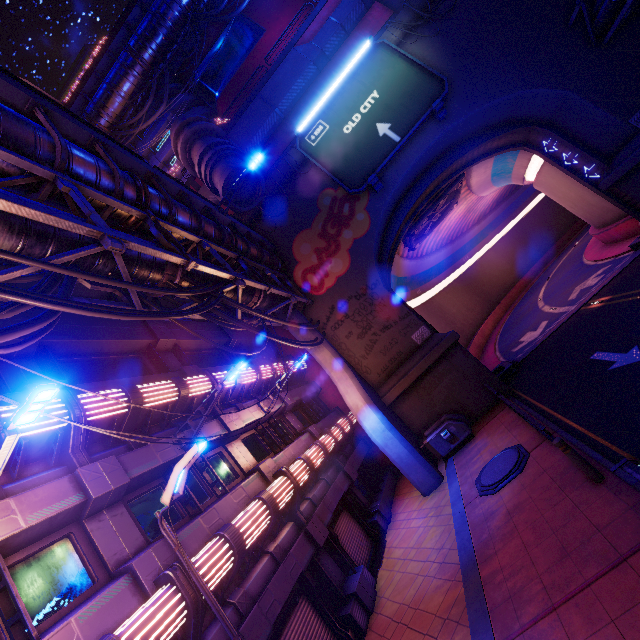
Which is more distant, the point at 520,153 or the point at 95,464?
the point at 520,153

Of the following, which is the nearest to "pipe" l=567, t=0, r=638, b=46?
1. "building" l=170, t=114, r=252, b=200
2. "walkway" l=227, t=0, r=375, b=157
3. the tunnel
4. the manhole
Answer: the tunnel

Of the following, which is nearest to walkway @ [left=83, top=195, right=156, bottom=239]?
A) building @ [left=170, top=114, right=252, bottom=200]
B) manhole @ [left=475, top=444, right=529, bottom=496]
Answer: building @ [left=170, top=114, right=252, bottom=200]

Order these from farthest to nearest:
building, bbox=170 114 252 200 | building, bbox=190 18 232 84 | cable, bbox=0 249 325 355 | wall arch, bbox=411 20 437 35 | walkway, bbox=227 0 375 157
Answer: building, bbox=190 18 232 84, walkway, bbox=227 0 375 157, wall arch, bbox=411 20 437 35, building, bbox=170 114 252 200, cable, bbox=0 249 325 355

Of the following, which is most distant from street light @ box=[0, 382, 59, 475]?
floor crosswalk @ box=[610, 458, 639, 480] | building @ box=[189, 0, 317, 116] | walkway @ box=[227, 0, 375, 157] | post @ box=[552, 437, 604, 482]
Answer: Result: building @ box=[189, 0, 317, 116]

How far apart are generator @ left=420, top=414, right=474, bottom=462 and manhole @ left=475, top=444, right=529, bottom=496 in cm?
309

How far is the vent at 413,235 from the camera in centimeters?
2298cm

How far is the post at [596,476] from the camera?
6.8 meters
